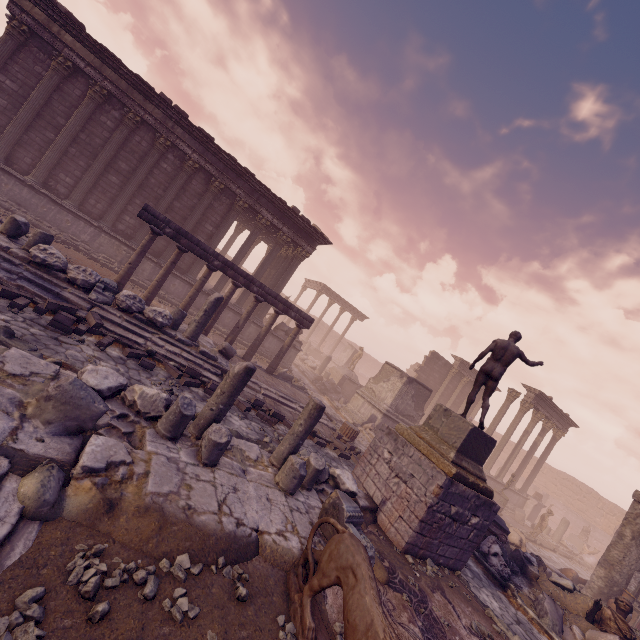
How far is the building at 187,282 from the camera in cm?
1586

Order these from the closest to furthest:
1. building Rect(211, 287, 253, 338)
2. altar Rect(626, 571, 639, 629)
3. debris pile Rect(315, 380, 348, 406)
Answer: altar Rect(626, 571, 639, 629) → building Rect(211, 287, 253, 338) → debris pile Rect(315, 380, 348, 406)

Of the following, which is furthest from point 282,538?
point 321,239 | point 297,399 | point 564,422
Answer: point 564,422

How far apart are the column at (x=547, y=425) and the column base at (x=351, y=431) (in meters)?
17.34

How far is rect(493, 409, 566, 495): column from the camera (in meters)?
22.19

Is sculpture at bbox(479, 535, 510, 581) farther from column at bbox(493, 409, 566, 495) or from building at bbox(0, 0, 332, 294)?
column at bbox(493, 409, 566, 495)

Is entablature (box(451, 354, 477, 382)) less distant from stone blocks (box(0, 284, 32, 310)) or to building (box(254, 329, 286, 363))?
building (box(254, 329, 286, 363))

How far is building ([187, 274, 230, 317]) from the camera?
16.5 meters
